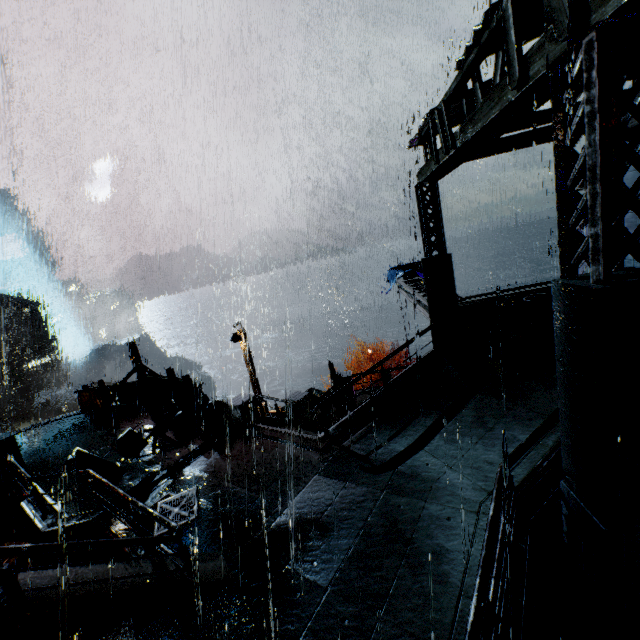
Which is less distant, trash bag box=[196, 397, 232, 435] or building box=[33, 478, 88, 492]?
building box=[33, 478, 88, 492]

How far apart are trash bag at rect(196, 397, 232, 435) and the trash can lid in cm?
1013

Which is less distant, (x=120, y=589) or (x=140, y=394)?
(x=120, y=589)

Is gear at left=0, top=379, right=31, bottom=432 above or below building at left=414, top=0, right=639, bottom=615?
below

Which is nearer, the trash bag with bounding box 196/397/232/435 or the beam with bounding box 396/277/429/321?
the trash bag with bounding box 196/397/232/435

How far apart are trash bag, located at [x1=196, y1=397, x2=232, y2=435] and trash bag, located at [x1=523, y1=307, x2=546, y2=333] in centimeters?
1078cm

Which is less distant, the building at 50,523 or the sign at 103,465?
the building at 50,523

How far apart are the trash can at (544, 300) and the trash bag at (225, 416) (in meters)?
10.43
